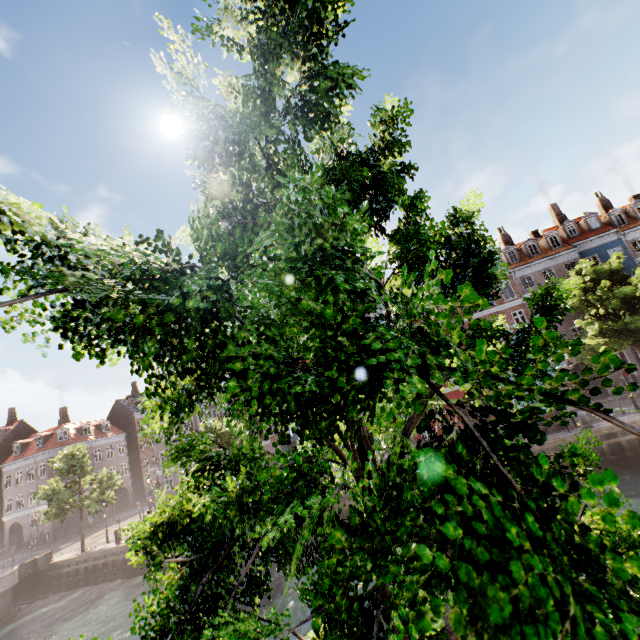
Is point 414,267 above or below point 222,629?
above

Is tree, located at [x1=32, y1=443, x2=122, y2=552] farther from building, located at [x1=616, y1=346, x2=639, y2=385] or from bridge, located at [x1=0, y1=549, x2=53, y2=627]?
building, located at [x1=616, y1=346, x2=639, y2=385]

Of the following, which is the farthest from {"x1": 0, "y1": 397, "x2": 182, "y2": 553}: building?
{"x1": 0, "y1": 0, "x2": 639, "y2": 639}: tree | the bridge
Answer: the bridge

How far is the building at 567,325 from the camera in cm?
2952

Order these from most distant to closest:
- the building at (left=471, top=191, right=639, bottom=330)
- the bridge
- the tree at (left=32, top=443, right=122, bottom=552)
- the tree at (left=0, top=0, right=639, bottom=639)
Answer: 1. the building at (left=471, top=191, right=639, bottom=330)
2. the tree at (left=32, top=443, right=122, bottom=552)
3. the bridge
4. the tree at (left=0, top=0, right=639, bottom=639)

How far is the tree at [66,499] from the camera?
28.64m
